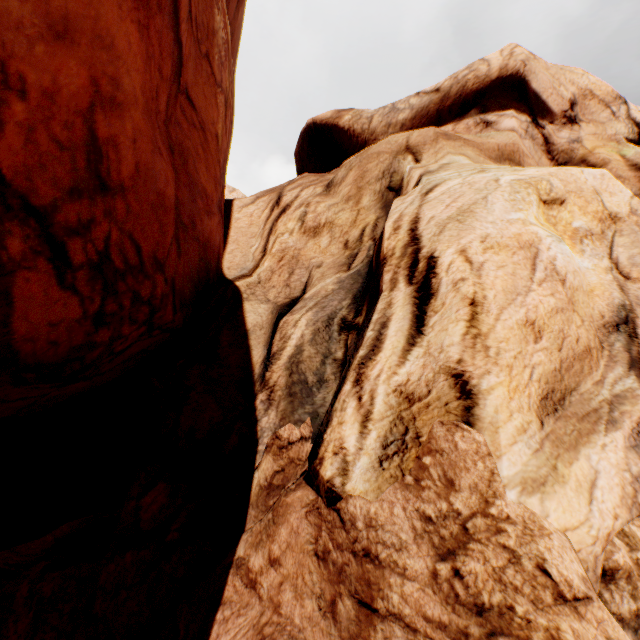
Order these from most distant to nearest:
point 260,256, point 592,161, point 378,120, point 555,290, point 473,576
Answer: point 378,120, point 592,161, point 260,256, point 555,290, point 473,576
